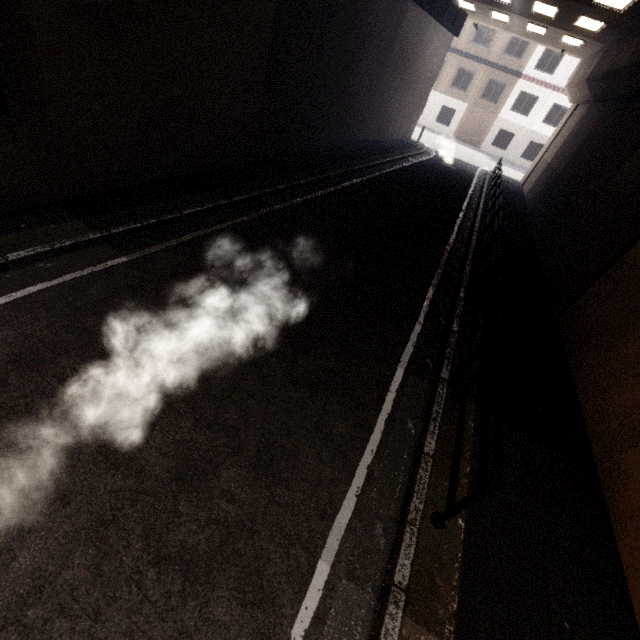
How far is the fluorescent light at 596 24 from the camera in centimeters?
1226cm

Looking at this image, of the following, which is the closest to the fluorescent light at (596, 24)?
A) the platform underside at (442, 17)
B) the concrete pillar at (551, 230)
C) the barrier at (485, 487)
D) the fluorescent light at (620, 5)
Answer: the concrete pillar at (551, 230)

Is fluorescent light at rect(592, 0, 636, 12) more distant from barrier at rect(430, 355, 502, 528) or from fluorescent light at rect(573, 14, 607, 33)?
barrier at rect(430, 355, 502, 528)

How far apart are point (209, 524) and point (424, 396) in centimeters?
339cm

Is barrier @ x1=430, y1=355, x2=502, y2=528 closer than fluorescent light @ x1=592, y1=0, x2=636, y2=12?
Yes

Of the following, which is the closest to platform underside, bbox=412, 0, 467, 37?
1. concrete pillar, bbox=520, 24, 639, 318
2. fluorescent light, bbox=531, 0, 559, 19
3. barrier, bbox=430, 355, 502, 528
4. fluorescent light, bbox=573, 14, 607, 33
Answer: fluorescent light, bbox=531, 0, 559, 19

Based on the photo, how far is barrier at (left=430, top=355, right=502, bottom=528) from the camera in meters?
3.0

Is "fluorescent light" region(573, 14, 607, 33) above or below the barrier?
above
